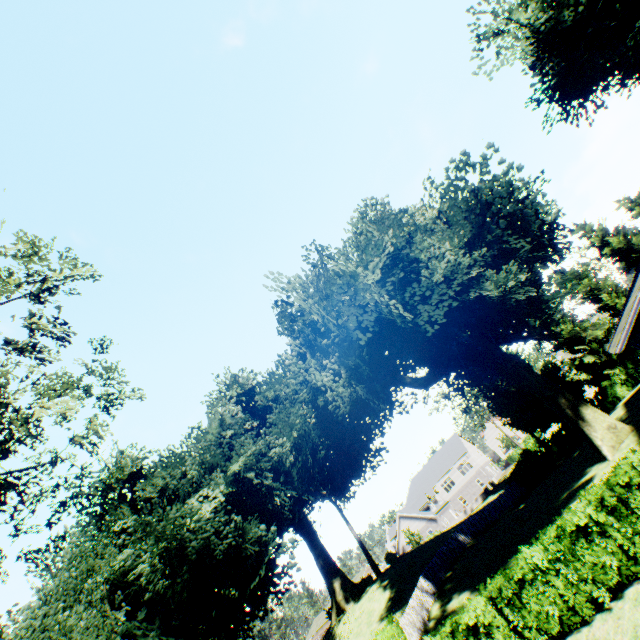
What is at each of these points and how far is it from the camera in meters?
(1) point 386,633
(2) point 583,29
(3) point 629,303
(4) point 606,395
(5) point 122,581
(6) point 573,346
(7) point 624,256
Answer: (1) hedge, 17.3
(2) plant, 18.0
(3) house, 14.4
(4) hedge, 30.5
(5) plant, 24.8
(6) tree, 34.7
(7) tree, 33.8

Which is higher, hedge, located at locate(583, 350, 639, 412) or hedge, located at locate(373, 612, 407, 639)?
hedge, located at locate(373, 612, 407, 639)

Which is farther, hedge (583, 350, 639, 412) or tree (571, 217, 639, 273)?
tree (571, 217, 639, 273)

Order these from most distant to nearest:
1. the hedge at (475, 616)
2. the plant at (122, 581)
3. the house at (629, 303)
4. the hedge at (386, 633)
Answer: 1. the plant at (122, 581)
2. the hedge at (386, 633)
3. the house at (629, 303)
4. the hedge at (475, 616)

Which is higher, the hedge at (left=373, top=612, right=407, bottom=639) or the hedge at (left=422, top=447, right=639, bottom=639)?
the hedge at (left=373, top=612, right=407, bottom=639)

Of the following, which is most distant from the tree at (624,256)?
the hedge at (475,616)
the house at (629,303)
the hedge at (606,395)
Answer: the hedge at (475,616)

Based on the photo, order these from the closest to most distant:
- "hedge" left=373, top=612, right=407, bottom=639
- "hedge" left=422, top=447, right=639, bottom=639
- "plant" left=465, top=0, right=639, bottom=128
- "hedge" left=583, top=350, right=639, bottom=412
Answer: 1. "hedge" left=422, top=447, right=639, bottom=639
2. "plant" left=465, top=0, right=639, bottom=128
3. "hedge" left=373, top=612, right=407, bottom=639
4. "hedge" left=583, top=350, right=639, bottom=412

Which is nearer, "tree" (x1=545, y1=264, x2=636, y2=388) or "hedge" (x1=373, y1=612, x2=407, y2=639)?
"hedge" (x1=373, y1=612, x2=407, y2=639)
